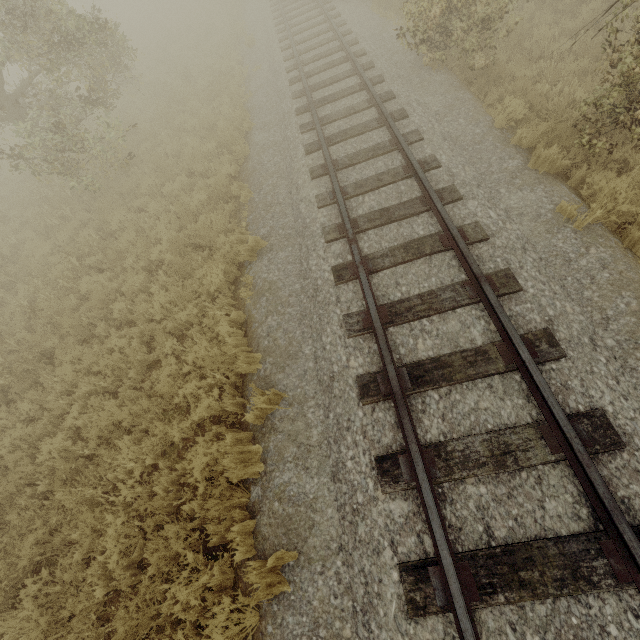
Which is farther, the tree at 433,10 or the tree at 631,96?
the tree at 433,10

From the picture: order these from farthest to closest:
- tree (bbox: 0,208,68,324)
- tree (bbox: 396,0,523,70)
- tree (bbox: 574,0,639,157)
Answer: tree (bbox: 0,208,68,324)
tree (bbox: 396,0,523,70)
tree (bbox: 574,0,639,157)

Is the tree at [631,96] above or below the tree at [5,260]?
above

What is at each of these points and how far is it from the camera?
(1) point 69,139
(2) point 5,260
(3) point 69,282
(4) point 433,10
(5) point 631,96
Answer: (1) tree, 9.4 meters
(2) tree, 10.0 meters
(3) tree, 8.2 meters
(4) tree, 6.9 meters
(5) tree, 5.1 meters

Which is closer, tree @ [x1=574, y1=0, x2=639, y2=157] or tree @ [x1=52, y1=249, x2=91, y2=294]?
tree @ [x1=574, y1=0, x2=639, y2=157]

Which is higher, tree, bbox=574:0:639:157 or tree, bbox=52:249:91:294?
tree, bbox=574:0:639:157

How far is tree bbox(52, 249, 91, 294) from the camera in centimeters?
796cm
